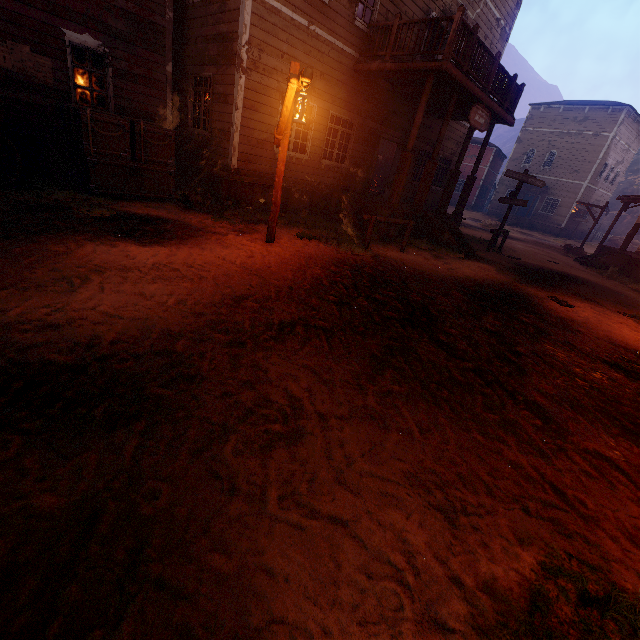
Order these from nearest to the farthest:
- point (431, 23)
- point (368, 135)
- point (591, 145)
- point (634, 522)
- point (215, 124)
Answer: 1. point (634, 522)
2. point (215, 124)
3. point (368, 135)
4. point (431, 23)
5. point (591, 145)

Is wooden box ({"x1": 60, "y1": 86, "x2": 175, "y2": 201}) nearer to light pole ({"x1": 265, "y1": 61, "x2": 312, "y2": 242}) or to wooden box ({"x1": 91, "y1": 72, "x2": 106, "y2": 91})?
wooden box ({"x1": 91, "y1": 72, "x2": 106, "y2": 91})

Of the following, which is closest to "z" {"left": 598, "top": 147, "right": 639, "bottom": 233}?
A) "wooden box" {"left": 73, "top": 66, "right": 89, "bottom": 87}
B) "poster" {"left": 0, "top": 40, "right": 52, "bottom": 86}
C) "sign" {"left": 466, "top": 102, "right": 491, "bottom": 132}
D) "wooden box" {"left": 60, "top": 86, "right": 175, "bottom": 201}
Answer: "wooden box" {"left": 60, "top": 86, "right": 175, "bottom": 201}

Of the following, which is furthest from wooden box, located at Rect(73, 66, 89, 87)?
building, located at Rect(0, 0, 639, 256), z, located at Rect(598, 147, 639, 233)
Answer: z, located at Rect(598, 147, 639, 233)

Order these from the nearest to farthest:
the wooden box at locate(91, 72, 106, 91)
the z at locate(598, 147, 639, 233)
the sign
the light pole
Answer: the light pole < the wooden box at locate(91, 72, 106, 91) < the sign < the z at locate(598, 147, 639, 233)

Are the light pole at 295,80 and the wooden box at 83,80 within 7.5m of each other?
yes

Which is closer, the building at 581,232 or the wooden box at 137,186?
the wooden box at 137,186

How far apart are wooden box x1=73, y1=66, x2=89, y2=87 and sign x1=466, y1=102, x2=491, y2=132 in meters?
10.6 m
